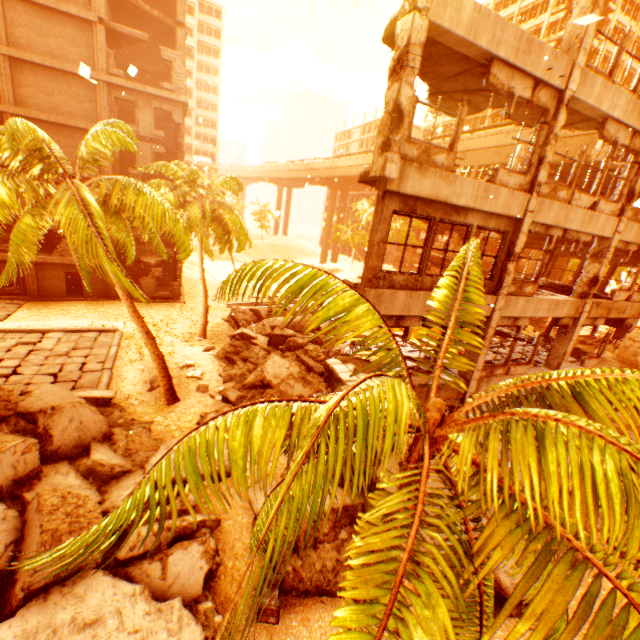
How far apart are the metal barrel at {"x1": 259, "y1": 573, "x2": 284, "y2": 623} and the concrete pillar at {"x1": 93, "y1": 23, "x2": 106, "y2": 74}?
29.1m

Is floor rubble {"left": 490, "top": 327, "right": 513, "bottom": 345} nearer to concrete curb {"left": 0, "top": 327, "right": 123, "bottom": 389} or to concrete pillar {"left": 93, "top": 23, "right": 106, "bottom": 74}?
concrete curb {"left": 0, "top": 327, "right": 123, "bottom": 389}

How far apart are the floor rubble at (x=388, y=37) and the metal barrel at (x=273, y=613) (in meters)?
12.82

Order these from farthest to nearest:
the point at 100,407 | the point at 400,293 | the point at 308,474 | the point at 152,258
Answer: the point at 152,258
the point at 100,407
the point at 400,293
the point at 308,474

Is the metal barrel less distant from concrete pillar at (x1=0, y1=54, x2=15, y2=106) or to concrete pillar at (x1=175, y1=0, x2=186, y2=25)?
concrete pillar at (x1=0, y1=54, x2=15, y2=106)

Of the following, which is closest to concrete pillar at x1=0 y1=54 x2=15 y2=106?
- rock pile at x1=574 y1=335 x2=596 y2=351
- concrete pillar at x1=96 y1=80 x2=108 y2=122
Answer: concrete pillar at x1=96 y1=80 x2=108 y2=122

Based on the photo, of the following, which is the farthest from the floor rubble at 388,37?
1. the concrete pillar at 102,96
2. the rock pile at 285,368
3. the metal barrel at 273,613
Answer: the concrete pillar at 102,96

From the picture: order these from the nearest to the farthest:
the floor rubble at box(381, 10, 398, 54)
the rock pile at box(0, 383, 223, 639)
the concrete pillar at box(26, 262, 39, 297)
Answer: the rock pile at box(0, 383, 223, 639) < the floor rubble at box(381, 10, 398, 54) < the concrete pillar at box(26, 262, 39, 297)
